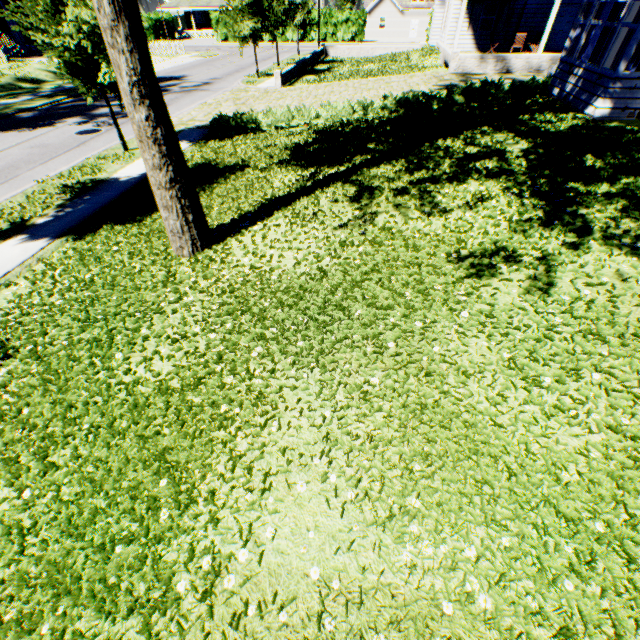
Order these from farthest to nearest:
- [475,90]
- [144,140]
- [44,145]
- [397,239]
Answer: [44,145], [475,90], [397,239], [144,140]

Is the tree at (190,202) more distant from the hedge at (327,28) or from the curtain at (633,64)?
the hedge at (327,28)

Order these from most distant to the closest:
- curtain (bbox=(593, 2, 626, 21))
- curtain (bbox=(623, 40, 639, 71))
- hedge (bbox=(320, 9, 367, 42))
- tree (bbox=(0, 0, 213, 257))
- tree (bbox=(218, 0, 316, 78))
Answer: hedge (bbox=(320, 9, 367, 42)) → tree (bbox=(218, 0, 316, 78)) → curtain (bbox=(593, 2, 626, 21)) → curtain (bbox=(623, 40, 639, 71)) → tree (bbox=(0, 0, 213, 257))

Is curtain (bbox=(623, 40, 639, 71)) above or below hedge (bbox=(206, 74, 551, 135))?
above

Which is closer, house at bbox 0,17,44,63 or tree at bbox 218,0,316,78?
tree at bbox 218,0,316,78

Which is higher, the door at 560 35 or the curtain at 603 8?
the curtain at 603 8

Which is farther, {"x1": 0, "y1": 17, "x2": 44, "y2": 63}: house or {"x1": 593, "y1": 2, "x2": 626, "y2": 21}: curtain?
{"x1": 0, "y1": 17, "x2": 44, "y2": 63}: house

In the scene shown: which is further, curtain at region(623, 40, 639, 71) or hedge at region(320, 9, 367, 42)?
hedge at region(320, 9, 367, 42)
